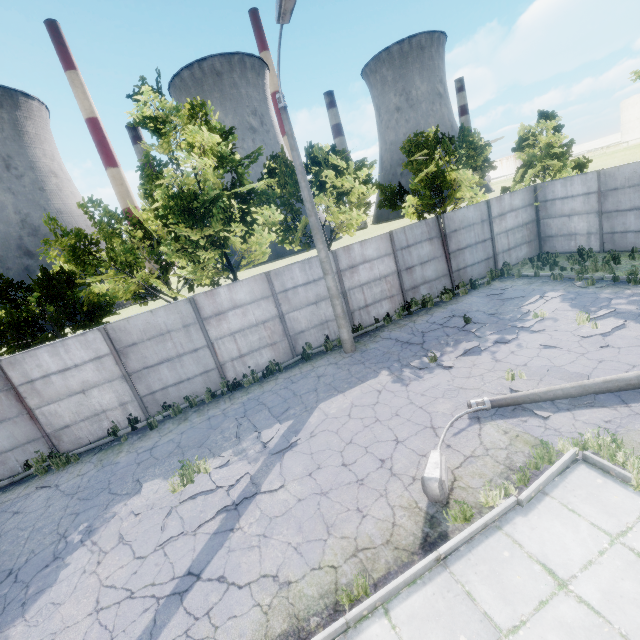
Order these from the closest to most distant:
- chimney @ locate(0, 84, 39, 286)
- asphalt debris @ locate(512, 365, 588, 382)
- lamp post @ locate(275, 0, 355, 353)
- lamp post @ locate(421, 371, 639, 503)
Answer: lamp post @ locate(421, 371, 639, 503), asphalt debris @ locate(512, 365, 588, 382), lamp post @ locate(275, 0, 355, 353), chimney @ locate(0, 84, 39, 286)

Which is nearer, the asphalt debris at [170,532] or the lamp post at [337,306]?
the asphalt debris at [170,532]

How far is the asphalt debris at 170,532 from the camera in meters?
6.2

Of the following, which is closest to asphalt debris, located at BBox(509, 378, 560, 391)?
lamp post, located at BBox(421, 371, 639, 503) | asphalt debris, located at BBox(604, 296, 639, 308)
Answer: lamp post, located at BBox(421, 371, 639, 503)

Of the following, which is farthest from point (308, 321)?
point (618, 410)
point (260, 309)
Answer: point (618, 410)

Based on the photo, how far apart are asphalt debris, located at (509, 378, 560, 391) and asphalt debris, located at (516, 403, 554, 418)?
0.4m

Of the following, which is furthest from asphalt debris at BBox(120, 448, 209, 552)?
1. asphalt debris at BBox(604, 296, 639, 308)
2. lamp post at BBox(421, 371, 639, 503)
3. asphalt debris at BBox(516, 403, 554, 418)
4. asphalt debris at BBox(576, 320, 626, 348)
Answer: asphalt debris at BBox(604, 296, 639, 308)

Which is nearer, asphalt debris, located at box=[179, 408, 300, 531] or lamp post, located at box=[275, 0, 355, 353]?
asphalt debris, located at box=[179, 408, 300, 531]
